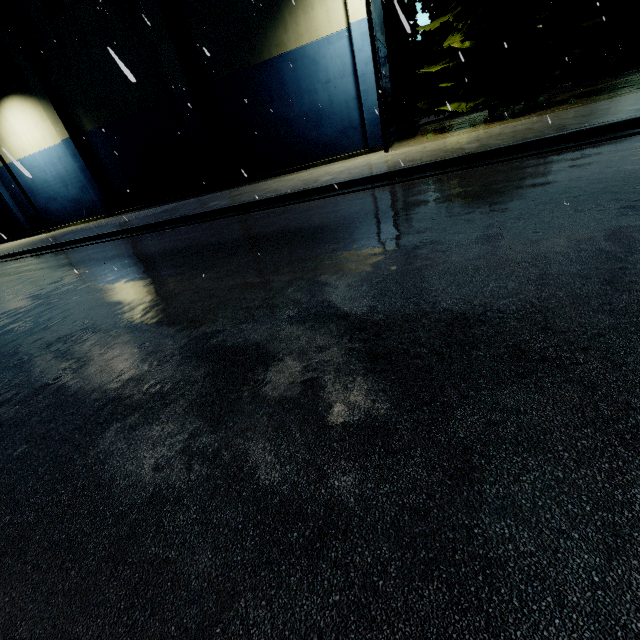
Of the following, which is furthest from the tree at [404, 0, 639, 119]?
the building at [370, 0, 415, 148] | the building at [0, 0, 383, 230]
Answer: the building at [0, 0, 383, 230]

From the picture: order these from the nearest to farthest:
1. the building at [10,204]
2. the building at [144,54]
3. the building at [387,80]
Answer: the building at [144,54] → the building at [387,80] → the building at [10,204]

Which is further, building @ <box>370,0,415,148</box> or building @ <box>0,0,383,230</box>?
building @ <box>370,0,415,148</box>

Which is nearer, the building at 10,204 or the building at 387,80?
the building at 387,80

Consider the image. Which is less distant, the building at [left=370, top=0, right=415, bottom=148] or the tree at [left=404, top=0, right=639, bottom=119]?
the tree at [left=404, top=0, right=639, bottom=119]

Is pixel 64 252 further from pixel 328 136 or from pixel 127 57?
pixel 328 136

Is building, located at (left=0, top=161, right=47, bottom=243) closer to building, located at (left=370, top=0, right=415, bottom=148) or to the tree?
building, located at (left=370, top=0, right=415, bottom=148)
